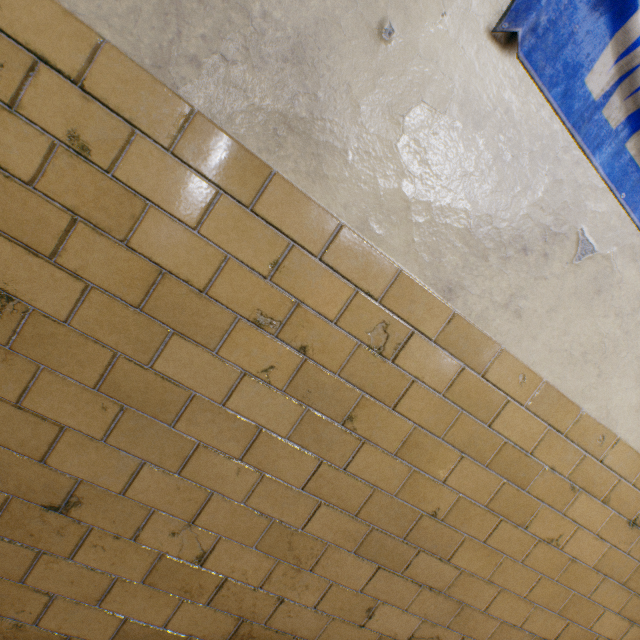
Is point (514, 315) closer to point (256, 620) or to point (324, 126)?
point (324, 126)
